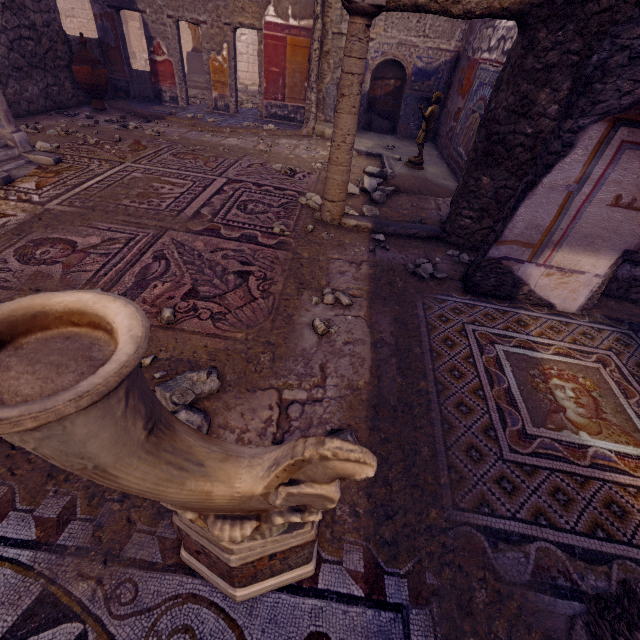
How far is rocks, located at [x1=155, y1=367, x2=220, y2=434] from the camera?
1.8 meters

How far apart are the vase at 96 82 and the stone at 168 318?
7.8 meters

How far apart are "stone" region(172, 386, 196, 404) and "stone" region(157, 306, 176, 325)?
0.6 meters

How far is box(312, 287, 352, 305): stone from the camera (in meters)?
2.93

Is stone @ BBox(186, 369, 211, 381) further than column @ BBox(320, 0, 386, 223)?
No

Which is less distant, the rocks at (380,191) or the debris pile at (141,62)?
the rocks at (380,191)

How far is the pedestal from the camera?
12.18m

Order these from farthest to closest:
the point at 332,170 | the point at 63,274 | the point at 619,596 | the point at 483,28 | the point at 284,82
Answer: the point at 284,82
the point at 483,28
the point at 332,170
the point at 63,274
the point at 619,596
